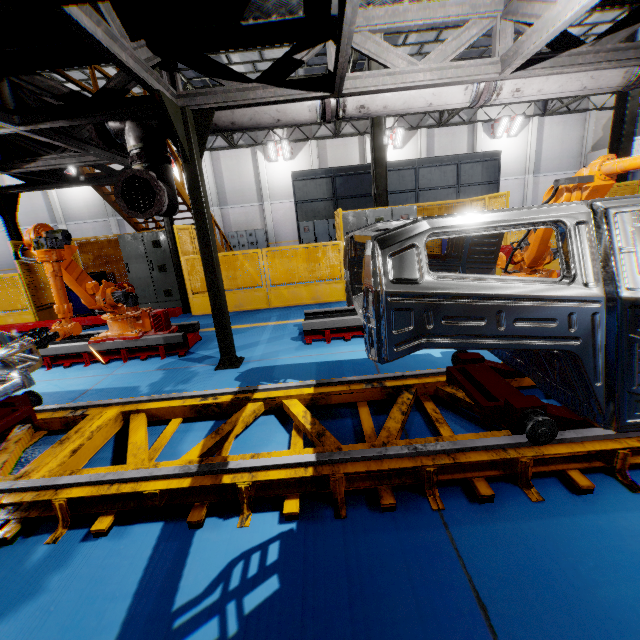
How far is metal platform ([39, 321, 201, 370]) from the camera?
5.31m

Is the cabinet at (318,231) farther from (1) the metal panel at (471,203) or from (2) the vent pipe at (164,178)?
(2) the vent pipe at (164,178)

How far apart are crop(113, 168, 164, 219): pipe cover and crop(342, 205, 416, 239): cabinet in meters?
5.5 m

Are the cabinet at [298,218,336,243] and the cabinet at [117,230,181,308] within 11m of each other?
yes

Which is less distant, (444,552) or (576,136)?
(444,552)

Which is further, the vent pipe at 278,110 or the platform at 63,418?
the vent pipe at 278,110

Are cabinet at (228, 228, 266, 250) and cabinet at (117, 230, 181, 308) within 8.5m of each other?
no

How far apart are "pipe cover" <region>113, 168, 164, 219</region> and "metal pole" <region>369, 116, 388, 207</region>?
7.58m
